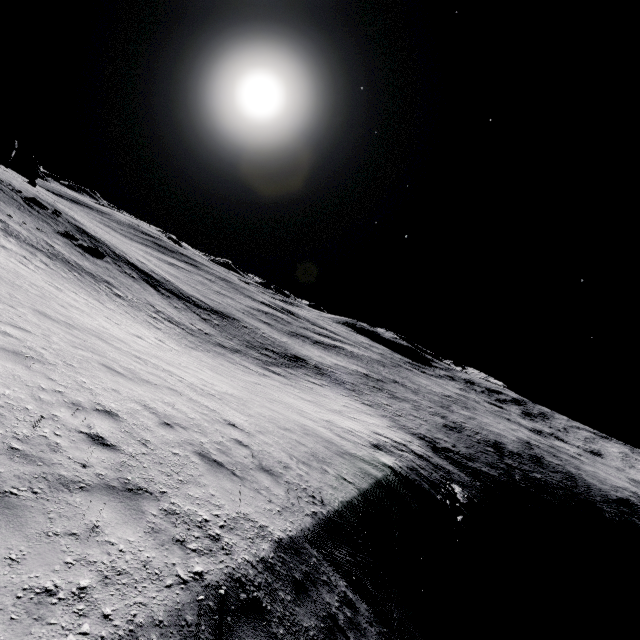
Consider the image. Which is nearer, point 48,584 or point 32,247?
point 48,584
